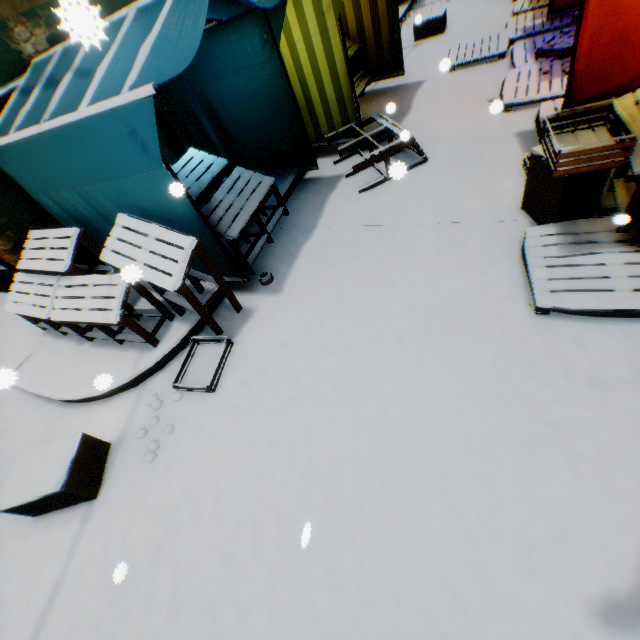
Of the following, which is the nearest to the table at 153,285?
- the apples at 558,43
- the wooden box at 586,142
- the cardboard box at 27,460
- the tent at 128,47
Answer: the tent at 128,47

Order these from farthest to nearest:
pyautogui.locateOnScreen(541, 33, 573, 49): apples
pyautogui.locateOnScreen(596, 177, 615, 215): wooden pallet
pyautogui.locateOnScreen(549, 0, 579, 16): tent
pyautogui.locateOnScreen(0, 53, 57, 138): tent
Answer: pyautogui.locateOnScreen(549, 0, 579, 16): tent
pyautogui.locateOnScreen(541, 33, 573, 49): apples
pyautogui.locateOnScreen(0, 53, 57, 138): tent
pyautogui.locateOnScreen(596, 177, 615, 215): wooden pallet

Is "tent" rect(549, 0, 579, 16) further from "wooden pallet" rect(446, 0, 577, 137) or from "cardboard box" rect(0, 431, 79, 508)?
"cardboard box" rect(0, 431, 79, 508)

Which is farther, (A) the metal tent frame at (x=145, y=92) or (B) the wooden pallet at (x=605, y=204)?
(B) the wooden pallet at (x=605, y=204)

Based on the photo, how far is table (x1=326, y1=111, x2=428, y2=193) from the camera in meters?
4.5 m

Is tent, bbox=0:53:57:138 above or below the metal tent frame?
above

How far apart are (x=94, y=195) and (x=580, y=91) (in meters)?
6.03

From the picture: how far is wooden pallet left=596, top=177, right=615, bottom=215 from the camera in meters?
3.1
